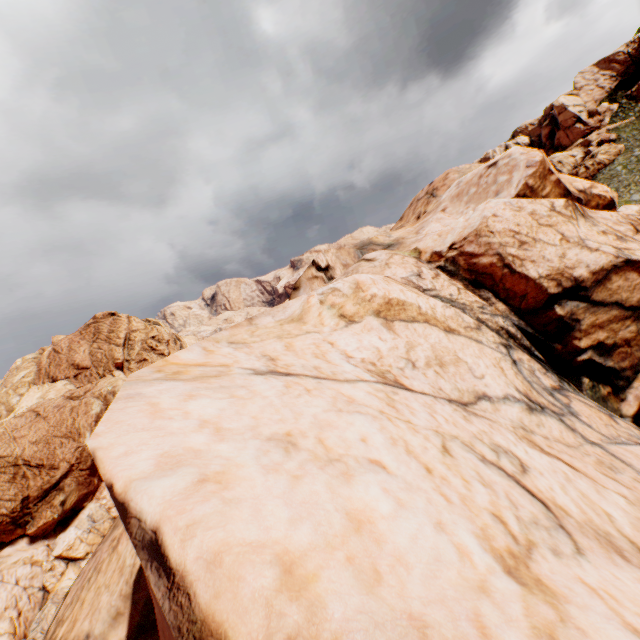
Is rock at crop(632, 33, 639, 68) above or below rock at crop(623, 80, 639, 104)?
above

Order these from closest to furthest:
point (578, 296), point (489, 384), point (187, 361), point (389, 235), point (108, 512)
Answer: point (187, 361), point (489, 384), point (578, 296), point (389, 235), point (108, 512)

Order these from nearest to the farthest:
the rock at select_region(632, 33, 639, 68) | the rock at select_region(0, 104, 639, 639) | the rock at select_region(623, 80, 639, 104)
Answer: the rock at select_region(0, 104, 639, 639)
the rock at select_region(623, 80, 639, 104)
the rock at select_region(632, 33, 639, 68)

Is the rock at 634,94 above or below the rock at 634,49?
below

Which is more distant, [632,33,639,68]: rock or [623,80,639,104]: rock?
[632,33,639,68]: rock

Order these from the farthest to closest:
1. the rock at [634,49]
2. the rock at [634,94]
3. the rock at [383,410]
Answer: the rock at [634,49], the rock at [634,94], the rock at [383,410]
